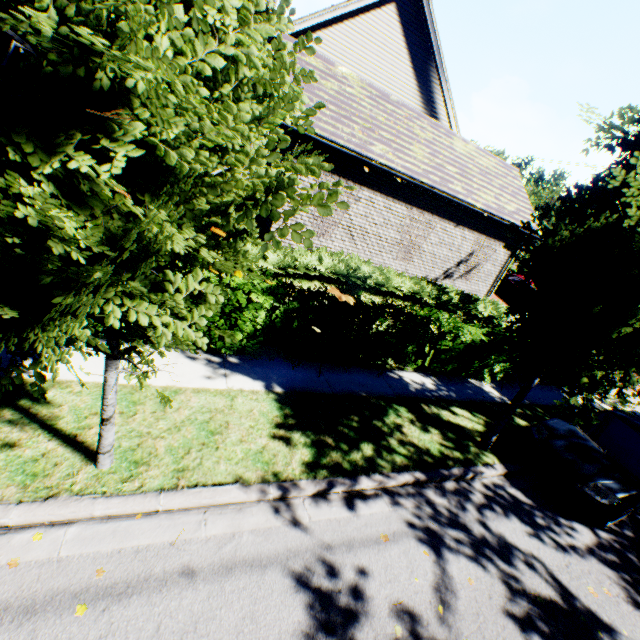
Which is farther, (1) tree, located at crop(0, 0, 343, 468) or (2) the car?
(2) the car

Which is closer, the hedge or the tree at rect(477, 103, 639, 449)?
the tree at rect(477, 103, 639, 449)

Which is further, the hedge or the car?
the hedge

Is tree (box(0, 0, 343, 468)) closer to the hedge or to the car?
the car

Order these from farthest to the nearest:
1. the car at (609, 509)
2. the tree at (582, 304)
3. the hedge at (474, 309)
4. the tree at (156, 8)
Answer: the hedge at (474, 309) < the car at (609, 509) < the tree at (582, 304) < the tree at (156, 8)

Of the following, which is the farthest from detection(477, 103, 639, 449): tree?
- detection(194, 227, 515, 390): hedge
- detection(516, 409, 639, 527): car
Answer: detection(194, 227, 515, 390): hedge

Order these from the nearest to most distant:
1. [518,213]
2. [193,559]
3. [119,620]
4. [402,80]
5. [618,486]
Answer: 1. [119,620]
2. [193,559]
3. [618,486]
4. [518,213]
5. [402,80]

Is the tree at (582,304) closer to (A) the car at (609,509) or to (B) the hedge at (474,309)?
(A) the car at (609,509)
